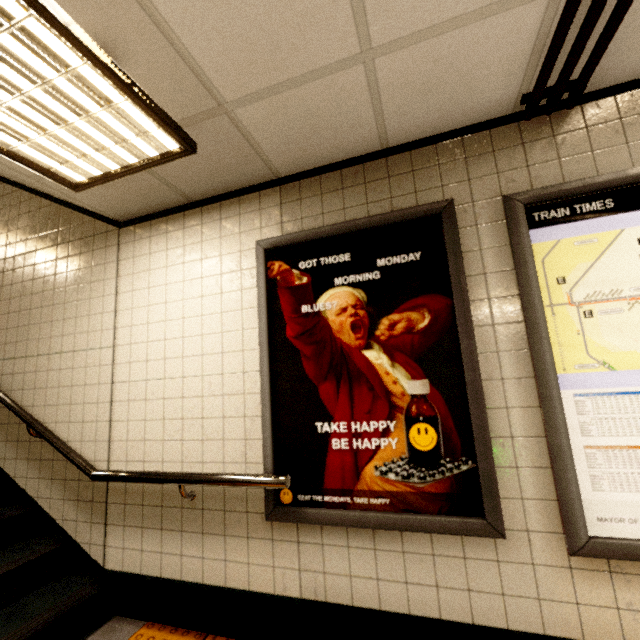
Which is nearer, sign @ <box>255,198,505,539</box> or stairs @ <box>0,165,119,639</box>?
sign @ <box>255,198,505,539</box>

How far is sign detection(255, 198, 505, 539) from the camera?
1.7m

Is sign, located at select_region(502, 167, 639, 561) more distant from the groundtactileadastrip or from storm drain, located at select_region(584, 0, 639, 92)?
the groundtactileadastrip

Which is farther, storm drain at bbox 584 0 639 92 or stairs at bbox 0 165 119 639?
stairs at bbox 0 165 119 639

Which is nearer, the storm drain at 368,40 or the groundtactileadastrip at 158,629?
the storm drain at 368,40

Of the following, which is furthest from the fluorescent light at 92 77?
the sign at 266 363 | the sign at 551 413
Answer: the sign at 551 413

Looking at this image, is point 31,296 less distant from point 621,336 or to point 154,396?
point 154,396

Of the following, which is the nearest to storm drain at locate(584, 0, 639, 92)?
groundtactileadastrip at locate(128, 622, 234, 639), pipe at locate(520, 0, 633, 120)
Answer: pipe at locate(520, 0, 633, 120)
